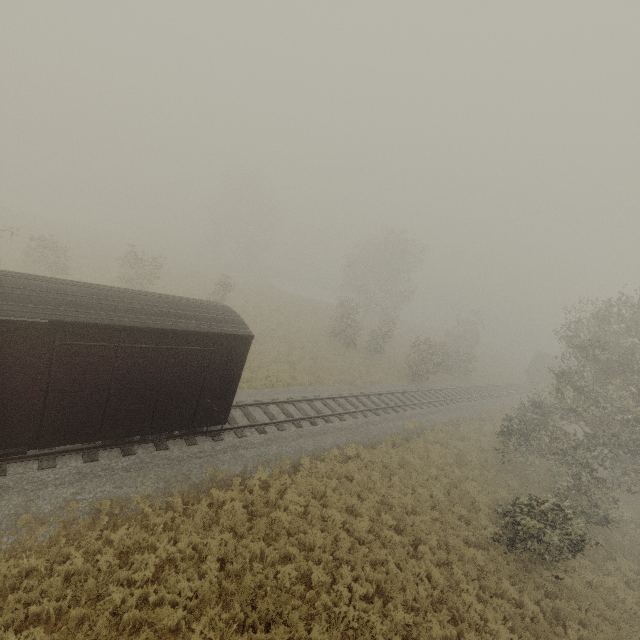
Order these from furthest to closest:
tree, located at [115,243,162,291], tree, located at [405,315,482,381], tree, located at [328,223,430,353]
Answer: tree, located at [328,223,430,353]
tree, located at [405,315,482,381]
tree, located at [115,243,162,291]

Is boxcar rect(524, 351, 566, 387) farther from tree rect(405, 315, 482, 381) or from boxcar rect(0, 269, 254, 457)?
boxcar rect(0, 269, 254, 457)

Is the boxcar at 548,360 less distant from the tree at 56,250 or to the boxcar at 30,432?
the tree at 56,250

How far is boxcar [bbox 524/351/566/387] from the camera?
43.4 meters

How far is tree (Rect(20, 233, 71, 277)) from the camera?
23.36m

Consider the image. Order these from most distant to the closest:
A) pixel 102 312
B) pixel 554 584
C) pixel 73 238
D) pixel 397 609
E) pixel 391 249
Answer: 1. pixel 391 249
2. pixel 73 238
3. pixel 554 584
4. pixel 397 609
5. pixel 102 312
